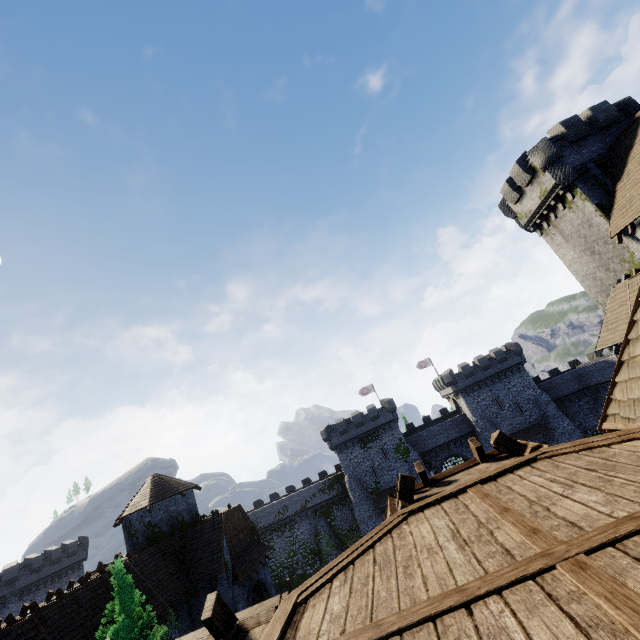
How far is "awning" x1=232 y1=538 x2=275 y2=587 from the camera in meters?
22.1

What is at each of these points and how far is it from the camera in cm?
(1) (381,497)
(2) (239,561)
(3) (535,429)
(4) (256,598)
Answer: (1) awning, 4359
(2) awning, 2339
(3) awning, 4262
(4) double door, 2484

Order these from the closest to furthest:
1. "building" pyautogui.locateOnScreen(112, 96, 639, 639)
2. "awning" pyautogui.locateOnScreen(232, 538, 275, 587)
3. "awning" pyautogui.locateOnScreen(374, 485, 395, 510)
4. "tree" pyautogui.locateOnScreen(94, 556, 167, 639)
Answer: "building" pyautogui.locateOnScreen(112, 96, 639, 639) < "tree" pyautogui.locateOnScreen(94, 556, 167, 639) < "awning" pyautogui.locateOnScreen(232, 538, 275, 587) < "awning" pyautogui.locateOnScreen(374, 485, 395, 510)

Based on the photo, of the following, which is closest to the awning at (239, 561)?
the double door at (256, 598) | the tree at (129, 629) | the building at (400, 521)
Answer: the double door at (256, 598)

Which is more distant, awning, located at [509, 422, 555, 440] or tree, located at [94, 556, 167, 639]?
awning, located at [509, 422, 555, 440]

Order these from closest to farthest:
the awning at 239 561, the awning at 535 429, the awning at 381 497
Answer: the awning at 239 561, the awning at 535 429, the awning at 381 497

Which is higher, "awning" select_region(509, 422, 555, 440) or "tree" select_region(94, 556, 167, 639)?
"tree" select_region(94, 556, 167, 639)

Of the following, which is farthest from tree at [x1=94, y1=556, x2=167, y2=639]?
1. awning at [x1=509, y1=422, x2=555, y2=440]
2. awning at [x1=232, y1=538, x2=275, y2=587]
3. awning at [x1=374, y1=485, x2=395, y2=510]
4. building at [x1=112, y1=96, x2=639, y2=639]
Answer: awning at [x1=509, y1=422, x2=555, y2=440]
